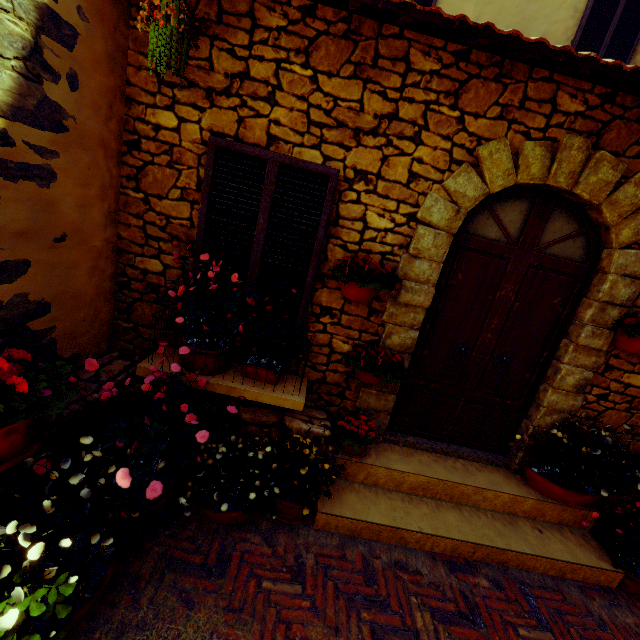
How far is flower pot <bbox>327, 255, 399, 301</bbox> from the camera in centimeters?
272cm

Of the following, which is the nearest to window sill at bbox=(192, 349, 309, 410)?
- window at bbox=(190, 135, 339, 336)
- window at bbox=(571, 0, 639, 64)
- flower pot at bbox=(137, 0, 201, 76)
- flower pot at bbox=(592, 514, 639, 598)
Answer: window at bbox=(190, 135, 339, 336)

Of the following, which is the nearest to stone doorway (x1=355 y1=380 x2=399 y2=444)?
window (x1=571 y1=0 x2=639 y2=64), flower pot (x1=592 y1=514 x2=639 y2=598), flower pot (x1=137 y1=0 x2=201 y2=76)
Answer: flower pot (x1=592 y1=514 x2=639 y2=598)

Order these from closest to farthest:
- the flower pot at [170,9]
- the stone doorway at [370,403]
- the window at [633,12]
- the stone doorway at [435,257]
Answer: the flower pot at [170,9]
the stone doorway at [435,257]
the stone doorway at [370,403]
the window at [633,12]

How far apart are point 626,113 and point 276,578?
4.6m

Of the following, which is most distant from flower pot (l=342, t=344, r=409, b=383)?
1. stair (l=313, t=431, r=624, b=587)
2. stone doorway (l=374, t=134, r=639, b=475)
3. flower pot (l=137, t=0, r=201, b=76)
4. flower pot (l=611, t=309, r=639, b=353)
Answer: flower pot (l=137, t=0, r=201, b=76)

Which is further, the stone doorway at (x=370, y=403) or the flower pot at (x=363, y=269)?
the stone doorway at (x=370, y=403)

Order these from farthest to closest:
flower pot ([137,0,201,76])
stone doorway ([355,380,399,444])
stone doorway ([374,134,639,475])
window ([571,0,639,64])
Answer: window ([571,0,639,64]) → stone doorway ([355,380,399,444]) → stone doorway ([374,134,639,475]) → flower pot ([137,0,201,76])
